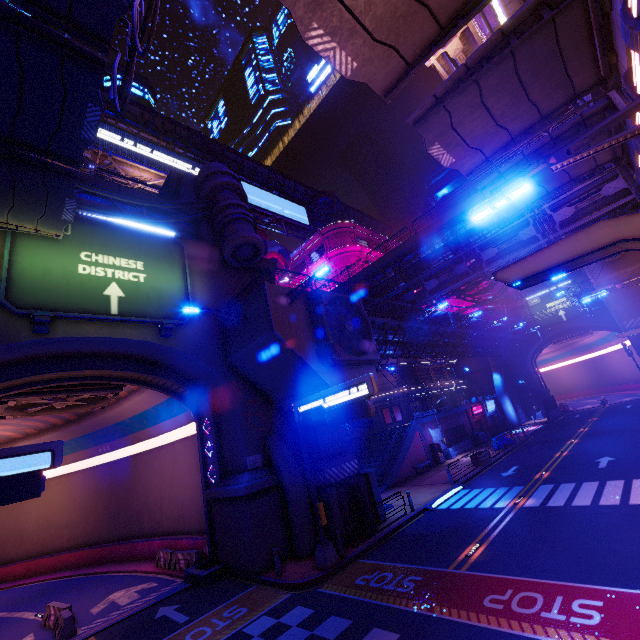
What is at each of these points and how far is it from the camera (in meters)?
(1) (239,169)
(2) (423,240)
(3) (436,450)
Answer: (1) walkway, 48.69
(2) walkway, 27.20
(3) atm, 32.44

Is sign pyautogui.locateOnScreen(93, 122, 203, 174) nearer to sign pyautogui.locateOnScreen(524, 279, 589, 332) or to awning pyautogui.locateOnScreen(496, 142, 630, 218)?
sign pyautogui.locateOnScreen(524, 279, 589, 332)

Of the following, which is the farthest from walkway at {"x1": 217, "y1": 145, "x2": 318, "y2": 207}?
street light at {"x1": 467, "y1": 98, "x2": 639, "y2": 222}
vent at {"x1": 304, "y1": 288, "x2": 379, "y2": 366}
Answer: street light at {"x1": 467, "y1": 98, "x2": 639, "y2": 222}

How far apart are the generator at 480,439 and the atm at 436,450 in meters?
8.0 m

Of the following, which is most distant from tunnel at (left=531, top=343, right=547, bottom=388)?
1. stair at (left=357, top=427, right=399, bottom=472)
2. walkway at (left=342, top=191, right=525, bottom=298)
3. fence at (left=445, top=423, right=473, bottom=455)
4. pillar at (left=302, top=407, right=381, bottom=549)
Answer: pillar at (left=302, top=407, right=381, bottom=549)

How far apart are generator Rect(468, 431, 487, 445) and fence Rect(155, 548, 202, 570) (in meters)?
32.14

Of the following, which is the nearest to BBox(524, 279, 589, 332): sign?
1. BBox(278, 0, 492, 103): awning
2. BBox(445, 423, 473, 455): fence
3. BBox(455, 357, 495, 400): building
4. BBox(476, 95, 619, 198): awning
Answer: BBox(455, 357, 495, 400): building

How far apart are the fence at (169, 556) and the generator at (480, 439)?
32.1m
